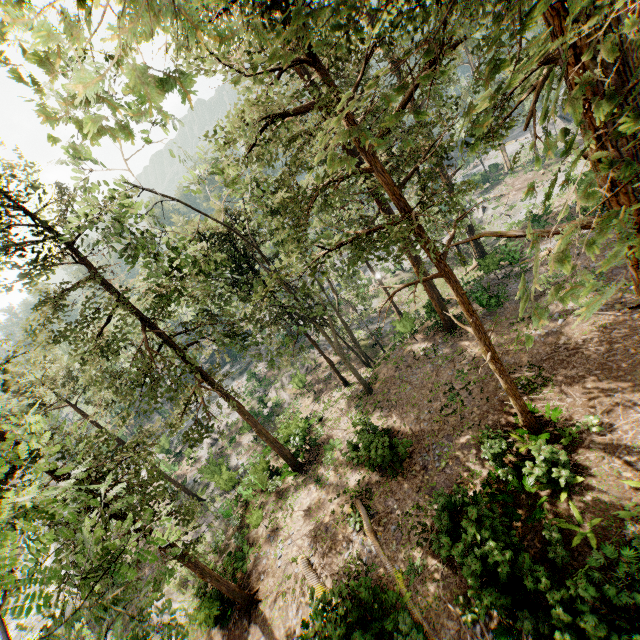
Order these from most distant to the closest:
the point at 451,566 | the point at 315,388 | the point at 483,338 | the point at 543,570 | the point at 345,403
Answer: the point at 315,388 → the point at 345,403 → the point at 451,566 → the point at 483,338 → the point at 543,570

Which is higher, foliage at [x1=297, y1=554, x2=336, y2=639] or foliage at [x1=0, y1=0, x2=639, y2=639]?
foliage at [x1=0, y1=0, x2=639, y2=639]

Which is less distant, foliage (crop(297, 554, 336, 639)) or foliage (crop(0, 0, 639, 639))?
foliage (crop(0, 0, 639, 639))

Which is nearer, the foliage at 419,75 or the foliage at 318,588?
the foliage at 419,75

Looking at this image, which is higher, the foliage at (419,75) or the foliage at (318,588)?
the foliage at (419,75)
